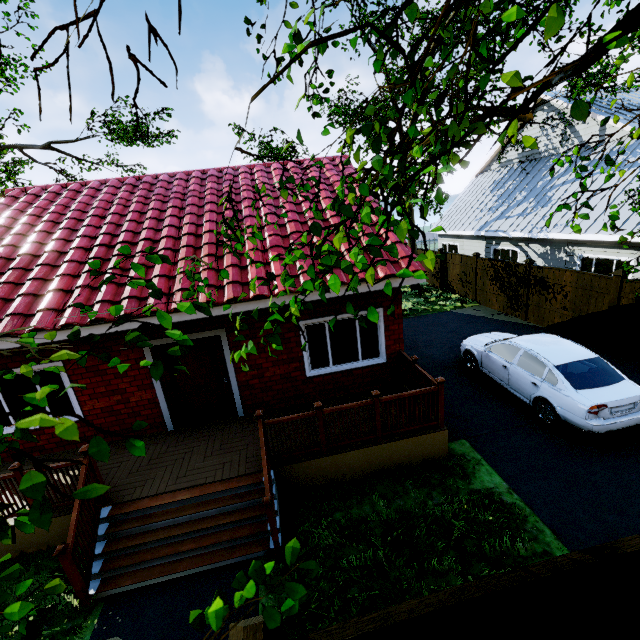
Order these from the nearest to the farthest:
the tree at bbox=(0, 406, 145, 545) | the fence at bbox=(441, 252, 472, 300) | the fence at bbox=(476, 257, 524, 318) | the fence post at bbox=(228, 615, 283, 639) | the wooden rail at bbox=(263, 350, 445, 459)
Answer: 1. the tree at bbox=(0, 406, 145, 545)
2. the fence post at bbox=(228, 615, 283, 639)
3. the wooden rail at bbox=(263, 350, 445, 459)
4. the fence at bbox=(476, 257, 524, 318)
5. the fence at bbox=(441, 252, 472, 300)

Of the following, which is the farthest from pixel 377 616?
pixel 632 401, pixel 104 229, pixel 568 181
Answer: pixel 568 181

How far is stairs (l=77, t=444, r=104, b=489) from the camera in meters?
5.1

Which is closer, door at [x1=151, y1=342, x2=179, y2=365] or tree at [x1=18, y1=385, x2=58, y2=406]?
tree at [x1=18, y1=385, x2=58, y2=406]

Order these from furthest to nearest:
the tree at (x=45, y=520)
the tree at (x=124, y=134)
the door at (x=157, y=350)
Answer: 1. the door at (x=157, y=350)
2. the tree at (x=124, y=134)
3. the tree at (x=45, y=520)

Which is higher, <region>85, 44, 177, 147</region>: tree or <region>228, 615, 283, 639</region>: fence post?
<region>85, 44, 177, 147</region>: tree

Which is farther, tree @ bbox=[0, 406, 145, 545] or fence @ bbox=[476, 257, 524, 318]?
fence @ bbox=[476, 257, 524, 318]

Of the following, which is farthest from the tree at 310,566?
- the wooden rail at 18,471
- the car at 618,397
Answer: the wooden rail at 18,471
